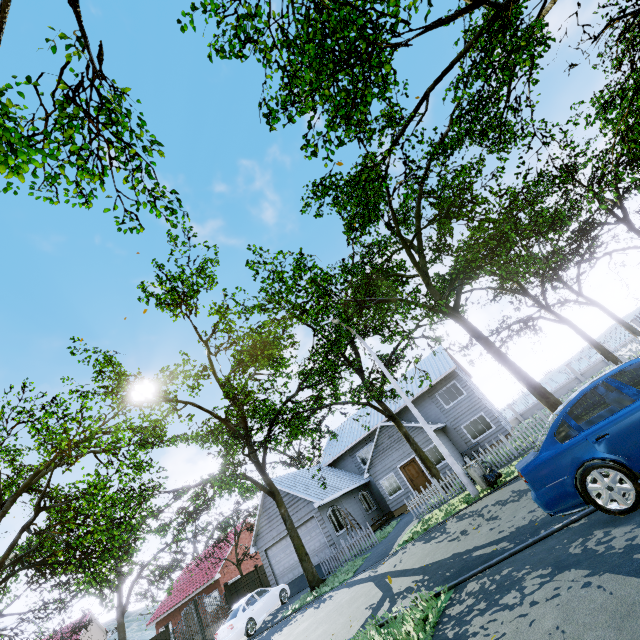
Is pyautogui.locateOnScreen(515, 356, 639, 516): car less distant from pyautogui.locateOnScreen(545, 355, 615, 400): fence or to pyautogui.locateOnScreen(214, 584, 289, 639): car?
pyautogui.locateOnScreen(545, 355, 615, 400): fence

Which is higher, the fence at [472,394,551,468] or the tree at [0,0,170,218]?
the tree at [0,0,170,218]

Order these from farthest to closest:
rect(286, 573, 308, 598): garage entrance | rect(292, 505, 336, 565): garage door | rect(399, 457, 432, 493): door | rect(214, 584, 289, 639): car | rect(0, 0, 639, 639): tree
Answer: rect(399, 457, 432, 493): door → rect(292, 505, 336, 565): garage door → rect(286, 573, 308, 598): garage entrance → rect(214, 584, 289, 639): car → rect(0, 0, 639, 639): tree

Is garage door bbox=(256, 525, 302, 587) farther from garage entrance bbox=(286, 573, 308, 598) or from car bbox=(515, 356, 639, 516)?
car bbox=(515, 356, 639, 516)

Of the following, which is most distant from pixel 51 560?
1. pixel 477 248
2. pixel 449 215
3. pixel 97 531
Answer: pixel 449 215

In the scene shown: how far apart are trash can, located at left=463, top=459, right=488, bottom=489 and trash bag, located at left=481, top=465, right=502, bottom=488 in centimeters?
2cm

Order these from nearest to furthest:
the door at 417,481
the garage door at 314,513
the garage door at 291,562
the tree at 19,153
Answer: the tree at 19,153
the garage door at 314,513
the garage door at 291,562
the door at 417,481

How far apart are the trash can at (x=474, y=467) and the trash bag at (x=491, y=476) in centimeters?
2cm
